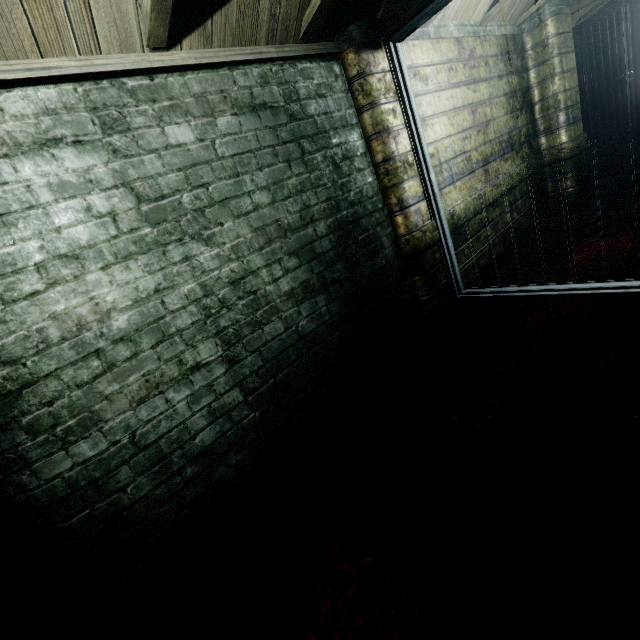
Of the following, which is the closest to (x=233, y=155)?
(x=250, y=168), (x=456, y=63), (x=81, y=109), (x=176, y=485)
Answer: (x=250, y=168)

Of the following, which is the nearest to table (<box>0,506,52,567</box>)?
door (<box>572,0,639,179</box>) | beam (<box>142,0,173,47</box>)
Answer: beam (<box>142,0,173,47</box>)

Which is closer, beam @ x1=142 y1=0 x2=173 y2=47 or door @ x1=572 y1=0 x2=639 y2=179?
beam @ x1=142 y1=0 x2=173 y2=47

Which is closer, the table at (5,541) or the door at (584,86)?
the table at (5,541)

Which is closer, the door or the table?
the table

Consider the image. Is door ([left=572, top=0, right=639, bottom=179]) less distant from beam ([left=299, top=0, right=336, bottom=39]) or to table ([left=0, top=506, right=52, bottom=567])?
beam ([left=299, top=0, right=336, bottom=39])

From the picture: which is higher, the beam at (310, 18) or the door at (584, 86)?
the beam at (310, 18)
